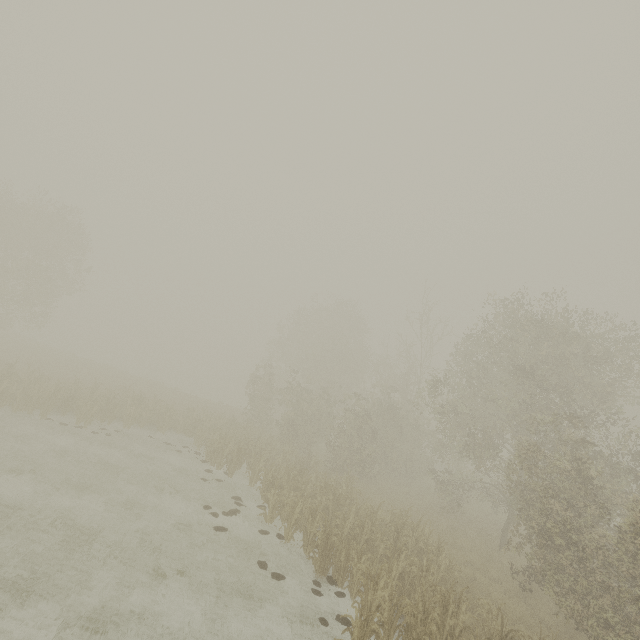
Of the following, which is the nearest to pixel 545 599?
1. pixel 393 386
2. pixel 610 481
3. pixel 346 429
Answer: pixel 610 481
